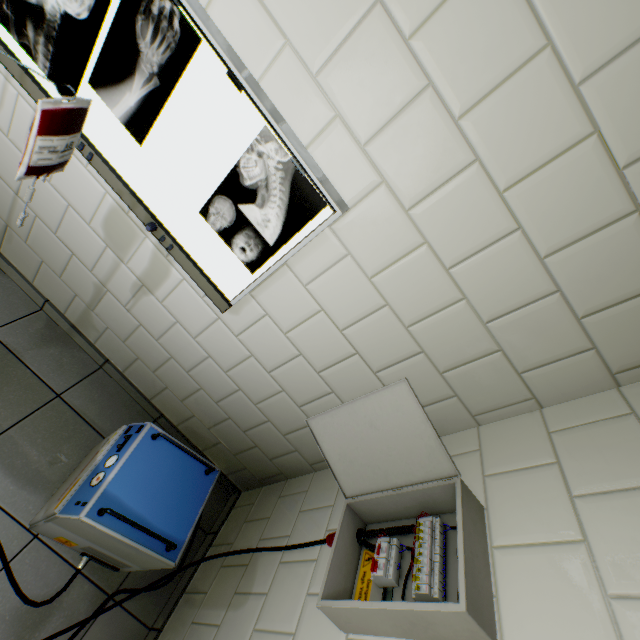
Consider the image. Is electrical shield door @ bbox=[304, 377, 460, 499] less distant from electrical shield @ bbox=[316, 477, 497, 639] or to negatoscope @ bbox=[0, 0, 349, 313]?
electrical shield @ bbox=[316, 477, 497, 639]

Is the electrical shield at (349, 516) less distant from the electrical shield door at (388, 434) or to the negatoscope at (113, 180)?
the electrical shield door at (388, 434)

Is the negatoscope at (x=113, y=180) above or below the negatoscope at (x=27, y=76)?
above

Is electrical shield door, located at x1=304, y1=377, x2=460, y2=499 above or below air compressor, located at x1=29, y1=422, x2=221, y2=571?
above

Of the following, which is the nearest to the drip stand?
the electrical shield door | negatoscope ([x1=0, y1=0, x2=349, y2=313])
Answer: negatoscope ([x1=0, y1=0, x2=349, y2=313])

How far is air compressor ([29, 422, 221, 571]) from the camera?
1.3m

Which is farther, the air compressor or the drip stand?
the air compressor

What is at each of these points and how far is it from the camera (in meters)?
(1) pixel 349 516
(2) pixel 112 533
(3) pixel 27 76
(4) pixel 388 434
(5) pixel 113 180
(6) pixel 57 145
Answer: (1) electrical shield, 1.29
(2) air compressor, 1.24
(3) negatoscope, 1.18
(4) electrical shield door, 1.18
(5) negatoscope, 1.27
(6) drip stand, 0.78
